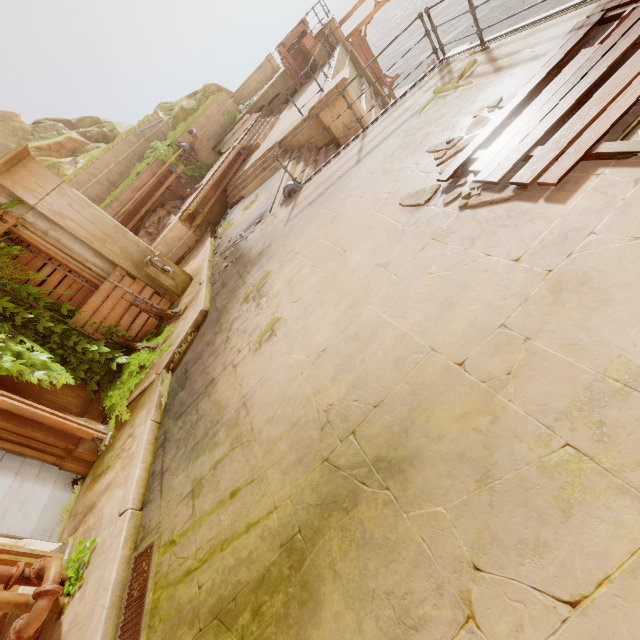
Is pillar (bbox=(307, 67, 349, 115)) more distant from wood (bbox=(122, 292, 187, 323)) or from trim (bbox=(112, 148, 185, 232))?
wood (bbox=(122, 292, 187, 323))

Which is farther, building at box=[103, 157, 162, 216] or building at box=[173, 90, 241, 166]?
building at box=[173, 90, 241, 166]

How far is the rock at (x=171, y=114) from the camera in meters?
21.4 m

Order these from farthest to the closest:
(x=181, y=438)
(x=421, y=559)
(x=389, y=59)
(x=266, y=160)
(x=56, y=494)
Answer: (x=389, y=59)
(x=266, y=160)
(x=56, y=494)
(x=181, y=438)
(x=421, y=559)

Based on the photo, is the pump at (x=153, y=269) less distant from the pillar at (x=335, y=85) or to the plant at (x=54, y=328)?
the plant at (x=54, y=328)

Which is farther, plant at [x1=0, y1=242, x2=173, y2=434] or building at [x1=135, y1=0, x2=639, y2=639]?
plant at [x1=0, y1=242, x2=173, y2=434]

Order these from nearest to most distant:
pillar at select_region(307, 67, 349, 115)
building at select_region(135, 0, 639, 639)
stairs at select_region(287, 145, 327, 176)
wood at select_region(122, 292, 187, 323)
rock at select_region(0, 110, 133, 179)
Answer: building at select_region(135, 0, 639, 639) < wood at select_region(122, 292, 187, 323) < pillar at select_region(307, 67, 349, 115) < stairs at select_region(287, 145, 327, 176) < rock at select_region(0, 110, 133, 179)

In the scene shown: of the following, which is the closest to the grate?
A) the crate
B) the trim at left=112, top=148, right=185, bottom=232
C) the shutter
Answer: the shutter
